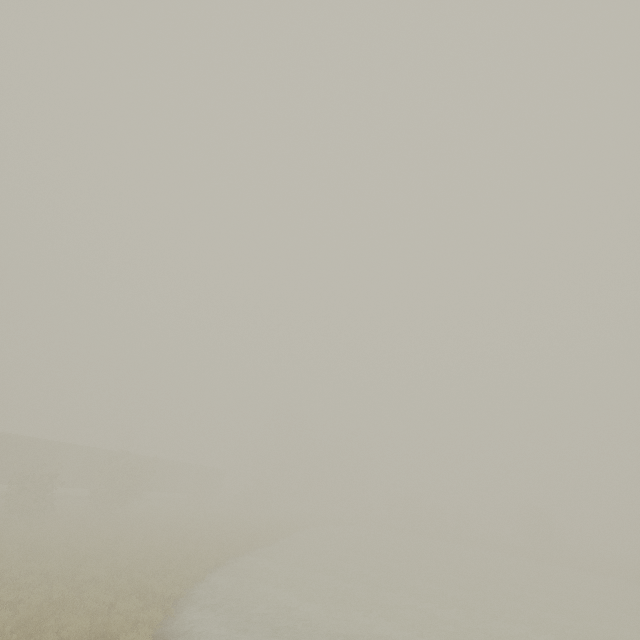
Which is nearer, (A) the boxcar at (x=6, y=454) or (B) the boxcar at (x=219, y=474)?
(A) the boxcar at (x=6, y=454)

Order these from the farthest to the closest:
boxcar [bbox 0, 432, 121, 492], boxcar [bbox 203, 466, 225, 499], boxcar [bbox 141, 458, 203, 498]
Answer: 1. boxcar [bbox 203, 466, 225, 499]
2. boxcar [bbox 141, 458, 203, 498]
3. boxcar [bbox 0, 432, 121, 492]

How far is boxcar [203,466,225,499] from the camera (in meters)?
50.22

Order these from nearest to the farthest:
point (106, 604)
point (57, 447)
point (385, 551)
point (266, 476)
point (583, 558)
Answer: point (106, 604) < point (57, 447) < point (385, 551) < point (583, 558) < point (266, 476)

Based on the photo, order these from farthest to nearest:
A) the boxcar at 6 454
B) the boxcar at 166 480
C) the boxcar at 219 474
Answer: the boxcar at 219 474 < the boxcar at 166 480 < the boxcar at 6 454

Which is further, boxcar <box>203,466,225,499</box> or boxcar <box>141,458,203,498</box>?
boxcar <box>203,466,225,499</box>
